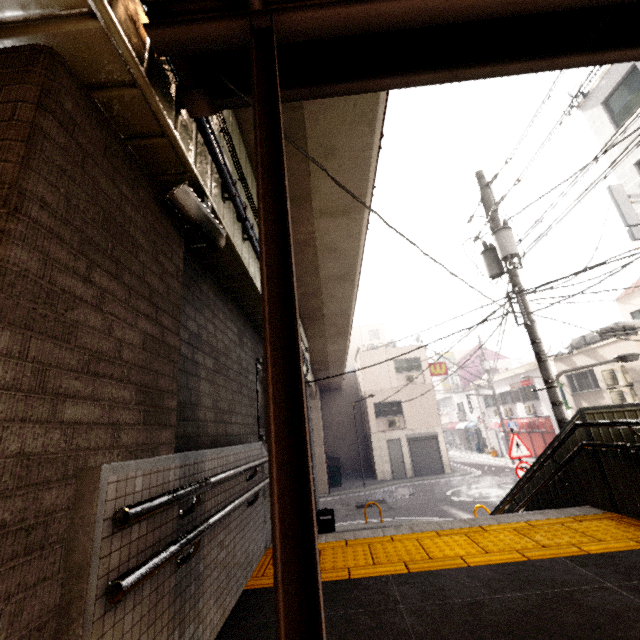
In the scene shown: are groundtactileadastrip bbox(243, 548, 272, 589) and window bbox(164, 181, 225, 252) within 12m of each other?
yes

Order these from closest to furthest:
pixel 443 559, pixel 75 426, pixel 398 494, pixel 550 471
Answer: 1. pixel 75 426
2. pixel 443 559
3. pixel 550 471
4. pixel 398 494

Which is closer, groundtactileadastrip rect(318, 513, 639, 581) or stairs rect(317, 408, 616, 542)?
groundtactileadastrip rect(318, 513, 639, 581)

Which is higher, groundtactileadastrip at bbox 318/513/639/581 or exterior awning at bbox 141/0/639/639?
exterior awning at bbox 141/0/639/639

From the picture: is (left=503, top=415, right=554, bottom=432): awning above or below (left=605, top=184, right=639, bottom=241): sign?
below

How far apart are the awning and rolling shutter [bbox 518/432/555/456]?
0.09m

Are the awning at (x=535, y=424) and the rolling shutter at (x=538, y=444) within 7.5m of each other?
yes

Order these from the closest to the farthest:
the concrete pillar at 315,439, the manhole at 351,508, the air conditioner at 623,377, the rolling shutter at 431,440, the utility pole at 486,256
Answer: the utility pole at 486,256 → the concrete pillar at 315,439 → the air conditioner at 623,377 → the manhole at 351,508 → the rolling shutter at 431,440
